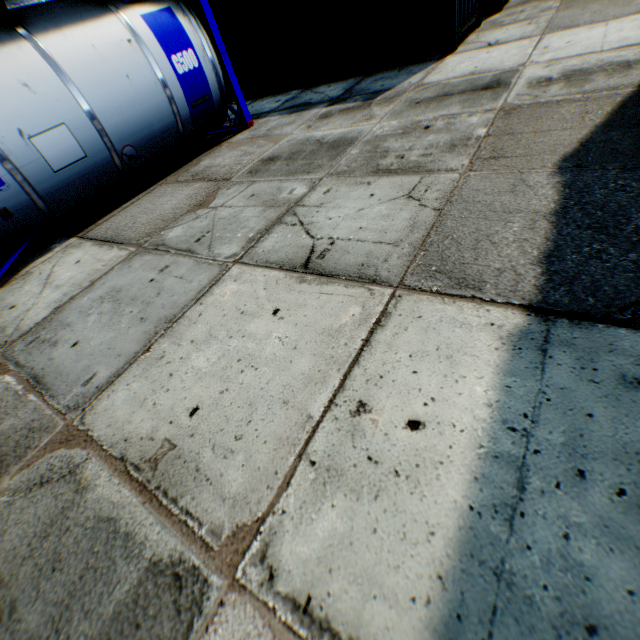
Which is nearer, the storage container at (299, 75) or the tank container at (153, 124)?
the tank container at (153, 124)

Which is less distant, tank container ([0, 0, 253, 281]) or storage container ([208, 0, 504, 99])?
tank container ([0, 0, 253, 281])

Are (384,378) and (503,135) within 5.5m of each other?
yes
